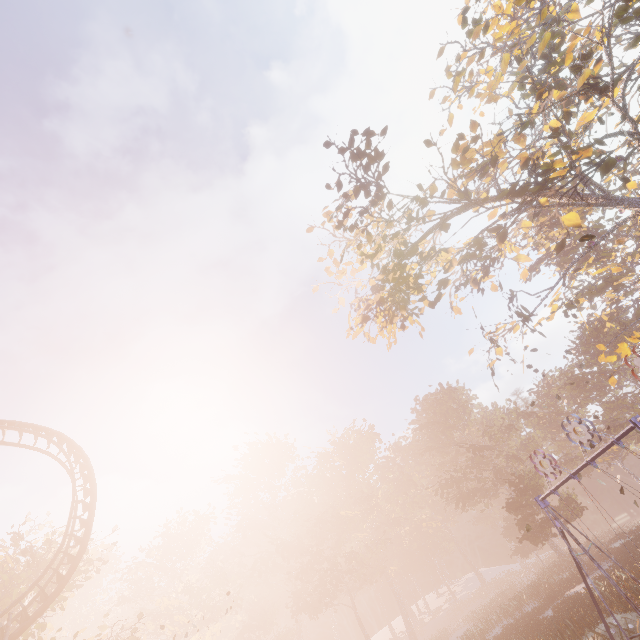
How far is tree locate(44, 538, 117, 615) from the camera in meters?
21.6 m

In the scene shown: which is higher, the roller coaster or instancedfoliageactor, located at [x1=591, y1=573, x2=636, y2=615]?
the roller coaster

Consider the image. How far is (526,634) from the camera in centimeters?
2245cm

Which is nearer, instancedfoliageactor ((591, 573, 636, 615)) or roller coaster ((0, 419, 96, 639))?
roller coaster ((0, 419, 96, 639))

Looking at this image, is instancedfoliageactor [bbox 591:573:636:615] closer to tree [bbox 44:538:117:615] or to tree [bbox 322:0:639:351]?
tree [bbox 44:538:117:615]

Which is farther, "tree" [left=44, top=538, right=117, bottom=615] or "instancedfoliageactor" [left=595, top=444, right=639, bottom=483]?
"instancedfoliageactor" [left=595, top=444, right=639, bottom=483]

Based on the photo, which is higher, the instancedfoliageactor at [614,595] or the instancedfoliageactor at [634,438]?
the instancedfoliageactor at [634,438]

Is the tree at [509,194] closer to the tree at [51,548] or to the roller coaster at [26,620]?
the roller coaster at [26,620]
